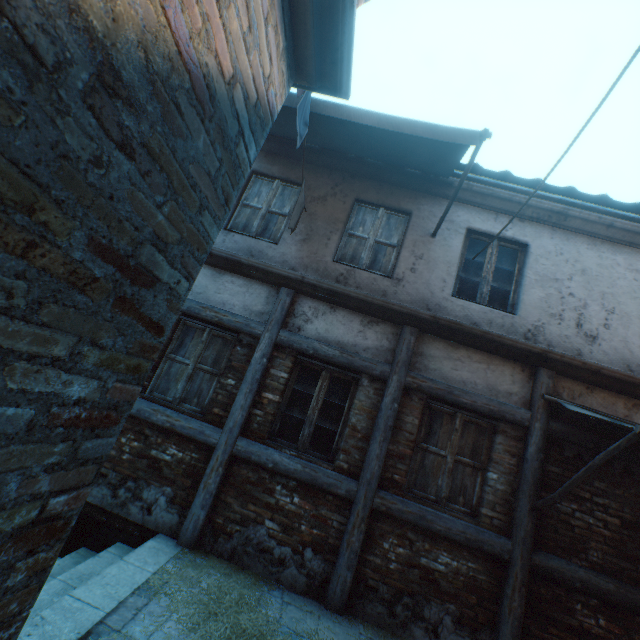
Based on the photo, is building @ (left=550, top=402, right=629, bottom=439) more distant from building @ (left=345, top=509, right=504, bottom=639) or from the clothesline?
building @ (left=345, top=509, right=504, bottom=639)

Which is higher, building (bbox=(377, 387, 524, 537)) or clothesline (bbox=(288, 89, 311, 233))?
clothesline (bbox=(288, 89, 311, 233))

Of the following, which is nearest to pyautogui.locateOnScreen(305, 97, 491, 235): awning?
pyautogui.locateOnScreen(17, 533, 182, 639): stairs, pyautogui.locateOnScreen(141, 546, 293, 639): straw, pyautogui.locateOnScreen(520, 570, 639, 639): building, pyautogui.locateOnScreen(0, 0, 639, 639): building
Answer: pyautogui.locateOnScreen(0, 0, 639, 639): building

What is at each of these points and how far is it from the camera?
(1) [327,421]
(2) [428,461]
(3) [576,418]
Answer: (1) building, 4.73m
(2) building, 4.48m
(3) building, 4.50m

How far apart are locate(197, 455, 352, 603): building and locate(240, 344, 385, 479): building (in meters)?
0.24

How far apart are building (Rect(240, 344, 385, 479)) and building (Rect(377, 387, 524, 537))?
0.29m

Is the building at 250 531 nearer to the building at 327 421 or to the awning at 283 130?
the building at 327 421

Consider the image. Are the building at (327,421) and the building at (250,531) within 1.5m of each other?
yes
